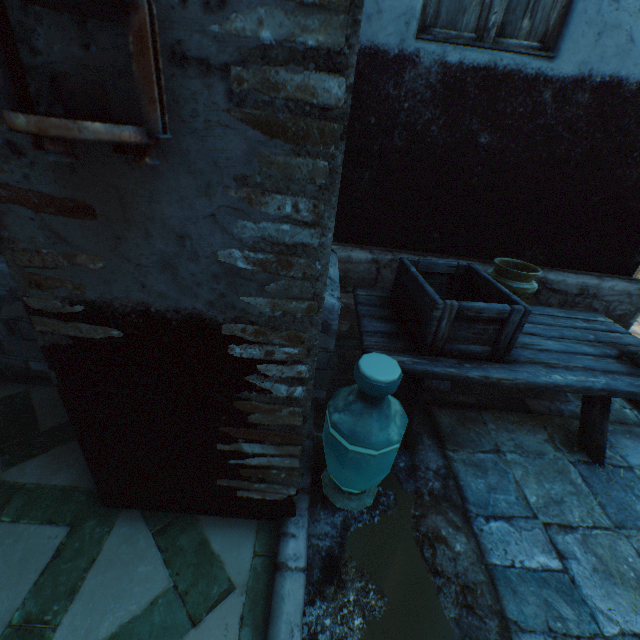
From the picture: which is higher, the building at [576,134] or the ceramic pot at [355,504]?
the building at [576,134]

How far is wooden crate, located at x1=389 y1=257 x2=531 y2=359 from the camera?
1.8 meters

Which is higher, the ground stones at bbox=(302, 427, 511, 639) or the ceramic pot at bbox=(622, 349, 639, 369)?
the ceramic pot at bbox=(622, 349, 639, 369)

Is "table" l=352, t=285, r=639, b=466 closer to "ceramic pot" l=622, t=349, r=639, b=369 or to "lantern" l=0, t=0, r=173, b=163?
"ceramic pot" l=622, t=349, r=639, b=369

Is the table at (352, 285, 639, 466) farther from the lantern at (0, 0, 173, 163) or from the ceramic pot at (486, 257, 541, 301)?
the lantern at (0, 0, 173, 163)

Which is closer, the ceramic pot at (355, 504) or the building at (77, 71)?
the building at (77, 71)

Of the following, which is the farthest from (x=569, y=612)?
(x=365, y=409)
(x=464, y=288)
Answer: (x=464, y=288)

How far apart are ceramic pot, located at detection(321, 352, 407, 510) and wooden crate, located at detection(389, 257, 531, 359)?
0.4m
